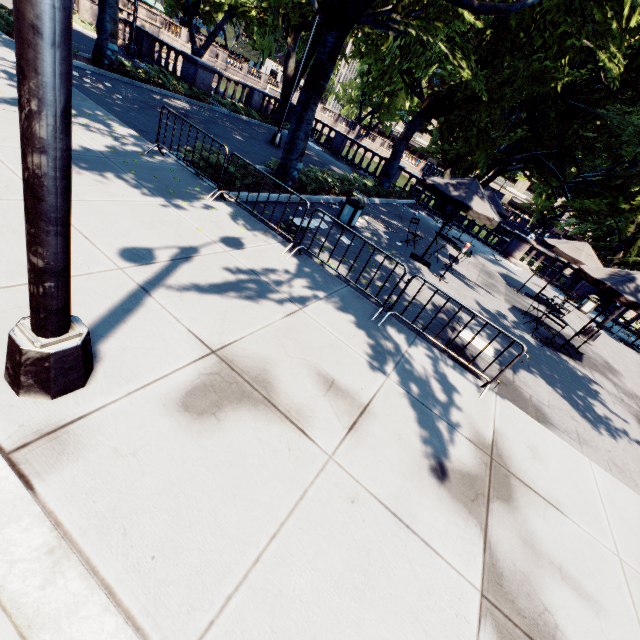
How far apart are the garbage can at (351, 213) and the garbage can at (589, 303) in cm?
1534

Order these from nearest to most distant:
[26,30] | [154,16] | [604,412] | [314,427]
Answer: [26,30] → [314,427] → [604,412] → [154,16]

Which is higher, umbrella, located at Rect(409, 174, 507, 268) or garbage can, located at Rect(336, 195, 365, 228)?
umbrella, located at Rect(409, 174, 507, 268)

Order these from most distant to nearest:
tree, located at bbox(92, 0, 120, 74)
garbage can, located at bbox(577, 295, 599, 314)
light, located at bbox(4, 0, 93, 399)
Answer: garbage can, located at bbox(577, 295, 599, 314) → tree, located at bbox(92, 0, 120, 74) → light, located at bbox(4, 0, 93, 399)

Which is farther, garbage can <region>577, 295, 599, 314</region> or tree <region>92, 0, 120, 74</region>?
garbage can <region>577, 295, 599, 314</region>

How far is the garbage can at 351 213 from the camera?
10.16m

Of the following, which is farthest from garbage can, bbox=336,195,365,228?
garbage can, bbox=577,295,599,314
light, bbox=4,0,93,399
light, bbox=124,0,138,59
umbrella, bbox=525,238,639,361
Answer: light, bbox=124,0,138,59

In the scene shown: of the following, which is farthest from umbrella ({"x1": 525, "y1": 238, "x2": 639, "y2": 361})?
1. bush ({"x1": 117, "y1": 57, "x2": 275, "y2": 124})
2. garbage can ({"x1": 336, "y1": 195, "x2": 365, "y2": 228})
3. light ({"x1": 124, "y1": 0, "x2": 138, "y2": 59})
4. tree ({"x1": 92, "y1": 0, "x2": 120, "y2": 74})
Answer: light ({"x1": 124, "y1": 0, "x2": 138, "y2": 59})
